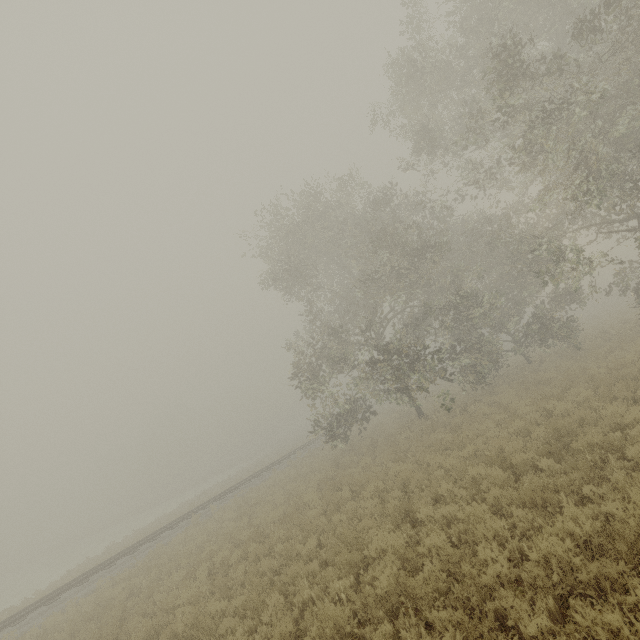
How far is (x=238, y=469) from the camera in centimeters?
5644cm
